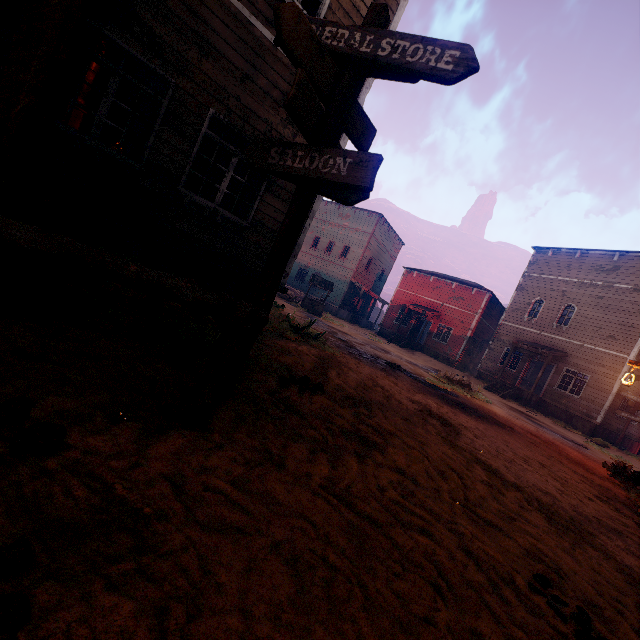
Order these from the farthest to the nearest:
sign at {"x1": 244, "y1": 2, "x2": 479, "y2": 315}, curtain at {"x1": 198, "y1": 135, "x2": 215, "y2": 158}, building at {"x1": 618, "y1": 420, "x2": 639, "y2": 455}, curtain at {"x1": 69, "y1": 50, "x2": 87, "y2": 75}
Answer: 1. building at {"x1": 618, "y1": 420, "x2": 639, "y2": 455}
2. curtain at {"x1": 198, "y1": 135, "x2": 215, "y2": 158}
3. curtain at {"x1": 69, "y1": 50, "x2": 87, "y2": 75}
4. sign at {"x1": 244, "y1": 2, "x2": 479, "y2": 315}

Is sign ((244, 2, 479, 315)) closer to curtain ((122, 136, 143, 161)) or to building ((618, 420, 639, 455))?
building ((618, 420, 639, 455))

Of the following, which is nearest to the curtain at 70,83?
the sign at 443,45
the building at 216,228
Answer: the building at 216,228

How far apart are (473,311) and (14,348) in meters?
28.2 m

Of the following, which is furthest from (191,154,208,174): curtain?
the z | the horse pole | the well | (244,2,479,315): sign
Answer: the well

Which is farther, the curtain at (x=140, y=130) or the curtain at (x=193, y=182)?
the curtain at (x=193, y=182)

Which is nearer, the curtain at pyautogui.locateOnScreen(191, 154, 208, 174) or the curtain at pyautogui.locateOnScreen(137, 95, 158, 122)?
the curtain at pyautogui.locateOnScreen(137, 95, 158, 122)

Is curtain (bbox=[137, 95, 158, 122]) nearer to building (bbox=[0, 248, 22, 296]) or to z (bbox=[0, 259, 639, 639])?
building (bbox=[0, 248, 22, 296])
